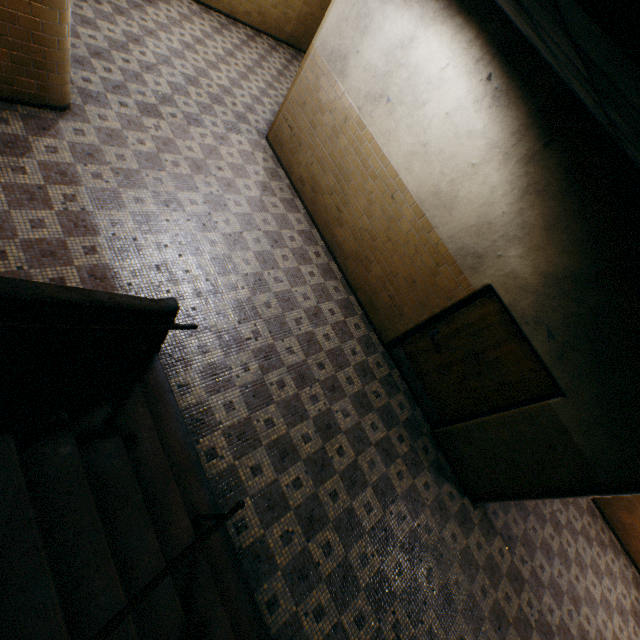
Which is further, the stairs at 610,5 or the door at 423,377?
the door at 423,377

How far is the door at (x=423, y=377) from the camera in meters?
4.4

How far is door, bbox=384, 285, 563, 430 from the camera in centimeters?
443cm

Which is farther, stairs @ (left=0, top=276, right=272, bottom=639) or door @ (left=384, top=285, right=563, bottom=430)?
door @ (left=384, top=285, right=563, bottom=430)

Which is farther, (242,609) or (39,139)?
(39,139)

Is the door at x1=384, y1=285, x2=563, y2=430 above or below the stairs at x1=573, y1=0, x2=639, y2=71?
below

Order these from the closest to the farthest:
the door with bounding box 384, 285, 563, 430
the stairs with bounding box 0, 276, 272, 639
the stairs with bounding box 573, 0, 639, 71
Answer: the stairs with bounding box 573, 0, 639, 71 → the stairs with bounding box 0, 276, 272, 639 → the door with bounding box 384, 285, 563, 430
